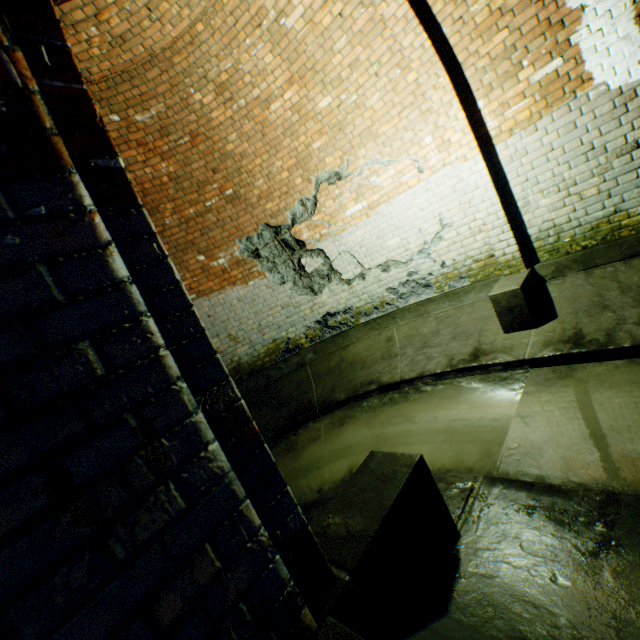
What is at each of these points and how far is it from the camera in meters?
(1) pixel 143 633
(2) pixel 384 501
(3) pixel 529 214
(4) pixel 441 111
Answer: (1) building tunnel, 0.7
(2) wall archway, 1.5
(3) building tunnel, 4.0
(4) wall archway, 3.9

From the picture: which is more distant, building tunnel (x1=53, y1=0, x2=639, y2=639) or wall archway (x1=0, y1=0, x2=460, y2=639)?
building tunnel (x1=53, y1=0, x2=639, y2=639)

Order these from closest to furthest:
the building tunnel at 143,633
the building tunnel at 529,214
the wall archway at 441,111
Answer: the building tunnel at 143,633
the building tunnel at 529,214
the wall archway at 441,111

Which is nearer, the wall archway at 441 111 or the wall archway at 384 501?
the wall archway at 384 501

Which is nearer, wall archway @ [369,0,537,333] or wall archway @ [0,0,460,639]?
wall archway @ [0,0,460,639]

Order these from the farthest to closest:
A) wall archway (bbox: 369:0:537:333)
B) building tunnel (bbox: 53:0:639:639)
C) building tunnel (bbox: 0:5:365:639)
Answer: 1. wall archway (bbox: 369:0:537:333)
2. building tunnel (bbox: 53:0:639:639)
3. building tunnel (bbox: 0:5:365:639)

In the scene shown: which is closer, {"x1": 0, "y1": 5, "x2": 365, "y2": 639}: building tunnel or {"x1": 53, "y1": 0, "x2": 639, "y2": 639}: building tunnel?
{"x1": 0, "y1": 5, "x2": 365, "y2": 639}: building tunnel
